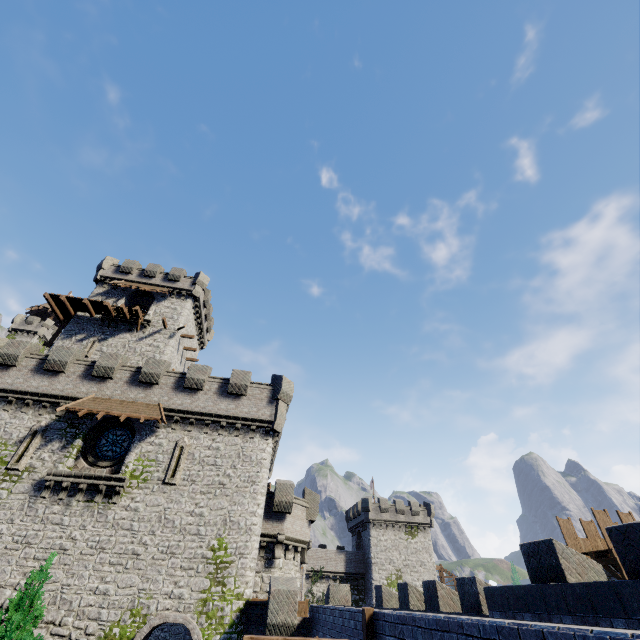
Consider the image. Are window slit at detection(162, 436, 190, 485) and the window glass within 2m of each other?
no

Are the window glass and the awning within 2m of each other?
yes

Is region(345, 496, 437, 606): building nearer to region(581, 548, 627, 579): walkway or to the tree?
region(581, 548, 627, 579): walkway

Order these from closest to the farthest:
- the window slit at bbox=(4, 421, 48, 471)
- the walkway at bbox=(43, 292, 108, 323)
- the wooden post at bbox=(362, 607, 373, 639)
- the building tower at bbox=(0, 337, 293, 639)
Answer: the wooden post at bbox=(362, 607, 373, 639) < the building tower at bbox=(0, 337, 293, 639) < the window slit at bbox=(4, 421, 48, 471) < the walkway at bbox=(43, 292, 108, 323)

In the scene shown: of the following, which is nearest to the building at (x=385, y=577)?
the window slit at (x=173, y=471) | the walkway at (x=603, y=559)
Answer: the walkway at (x=603, y=559)

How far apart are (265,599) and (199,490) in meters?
7.5 m

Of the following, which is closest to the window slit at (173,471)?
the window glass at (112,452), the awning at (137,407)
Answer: the awning at (137,407)

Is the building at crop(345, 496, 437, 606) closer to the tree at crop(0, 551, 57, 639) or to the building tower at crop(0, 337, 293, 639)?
the building tower at crop(0, 337, 293, 639)
